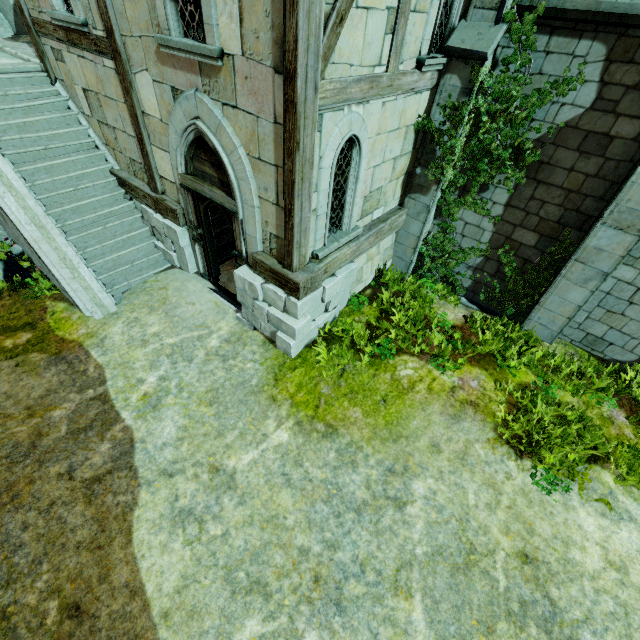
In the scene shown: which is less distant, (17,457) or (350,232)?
(17,457)

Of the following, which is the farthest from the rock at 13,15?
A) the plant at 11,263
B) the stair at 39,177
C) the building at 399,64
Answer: the plant at 11,263

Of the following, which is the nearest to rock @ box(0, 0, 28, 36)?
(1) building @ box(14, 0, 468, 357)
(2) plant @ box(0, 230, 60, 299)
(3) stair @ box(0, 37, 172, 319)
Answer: (3) stair @ box(0, 37, 172, 319)

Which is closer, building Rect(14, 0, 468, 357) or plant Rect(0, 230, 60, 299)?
building Rect(14, 0, 468, 357)

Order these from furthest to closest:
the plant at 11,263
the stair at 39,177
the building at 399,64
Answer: the plant at 11,263 < the stair at 39,177 < the building at 399,64

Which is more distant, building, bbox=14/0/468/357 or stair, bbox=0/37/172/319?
stair, bbox=0/37/172/319

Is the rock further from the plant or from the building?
the plant
